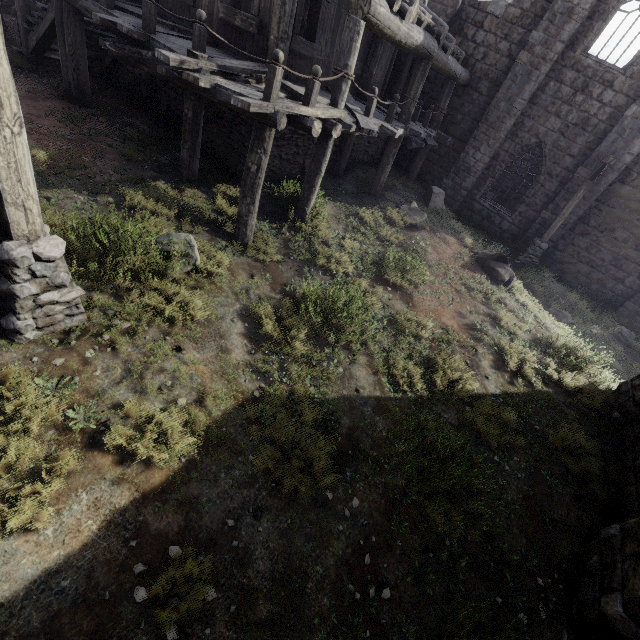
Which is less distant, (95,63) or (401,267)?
(401,267)

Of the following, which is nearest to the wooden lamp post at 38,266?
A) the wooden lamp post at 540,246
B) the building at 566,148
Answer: the building at 566,148

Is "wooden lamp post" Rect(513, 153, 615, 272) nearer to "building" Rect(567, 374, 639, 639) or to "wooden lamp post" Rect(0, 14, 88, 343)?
"building" Rect(567, 374, 639, 639)

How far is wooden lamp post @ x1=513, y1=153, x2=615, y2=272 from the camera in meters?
11.8

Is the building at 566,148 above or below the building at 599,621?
above

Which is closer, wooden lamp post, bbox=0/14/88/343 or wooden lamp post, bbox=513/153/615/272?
wooden lamp post, bbox=0/14/88/343

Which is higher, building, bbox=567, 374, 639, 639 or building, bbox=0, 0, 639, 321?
building, bbox=0, 0, 639, 321

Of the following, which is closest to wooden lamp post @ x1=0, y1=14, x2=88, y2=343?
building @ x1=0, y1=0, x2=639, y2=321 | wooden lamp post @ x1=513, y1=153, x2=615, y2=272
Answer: building @ x1=0, y1=0, x2=639, y2=321
